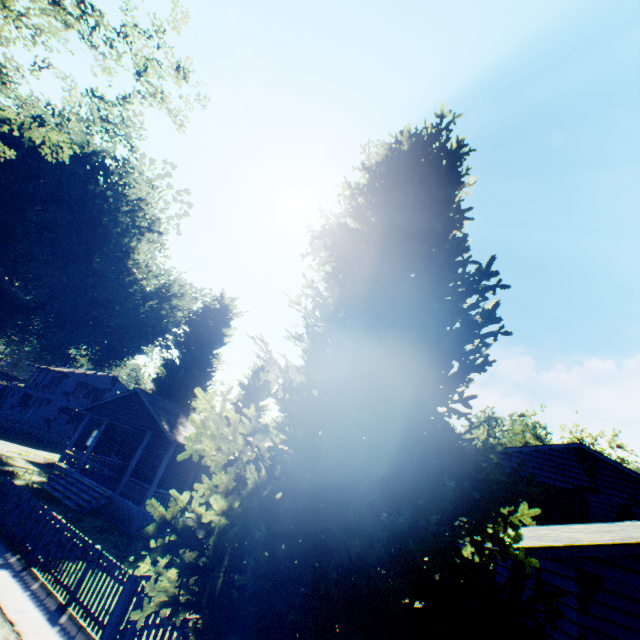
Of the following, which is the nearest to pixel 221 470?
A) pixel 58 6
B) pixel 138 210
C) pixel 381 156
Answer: pixel 381 156

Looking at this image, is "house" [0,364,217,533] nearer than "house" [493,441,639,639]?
No

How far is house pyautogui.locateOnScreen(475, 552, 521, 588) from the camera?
9.09m

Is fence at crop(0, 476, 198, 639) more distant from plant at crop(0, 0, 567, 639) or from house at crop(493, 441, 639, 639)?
house at crop(493, 441, 639, 639)

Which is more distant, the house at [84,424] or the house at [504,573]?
the house at [84,424]

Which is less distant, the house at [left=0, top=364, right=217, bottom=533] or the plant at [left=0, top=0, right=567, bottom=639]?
the plant at [left=0, top=0, right=567, bottom=639]

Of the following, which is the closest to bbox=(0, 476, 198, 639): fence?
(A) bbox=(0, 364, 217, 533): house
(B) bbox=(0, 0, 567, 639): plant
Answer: (B) bbox=(0, 0, 567, 639): plant

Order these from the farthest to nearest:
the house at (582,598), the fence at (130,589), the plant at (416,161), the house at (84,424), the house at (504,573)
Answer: the house at (84,424)
the house at (504,573)
the fence at (130,589)
the house at (582,598)
the plant at (416,161)
